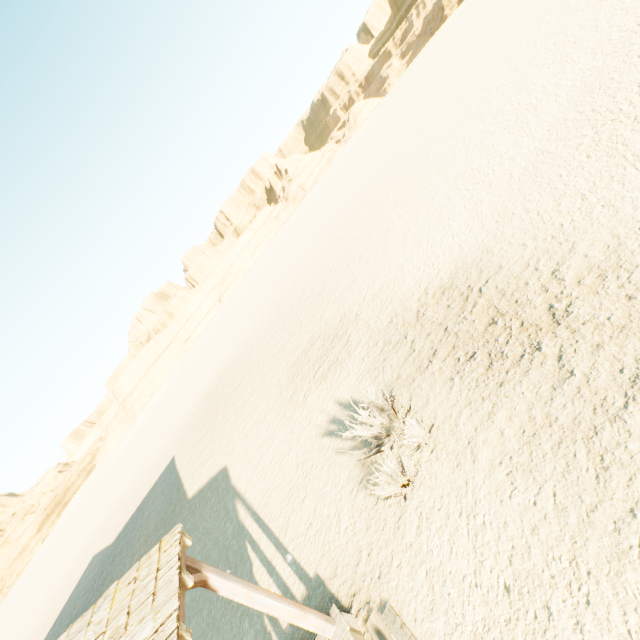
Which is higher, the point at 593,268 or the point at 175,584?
the point at 175,584
